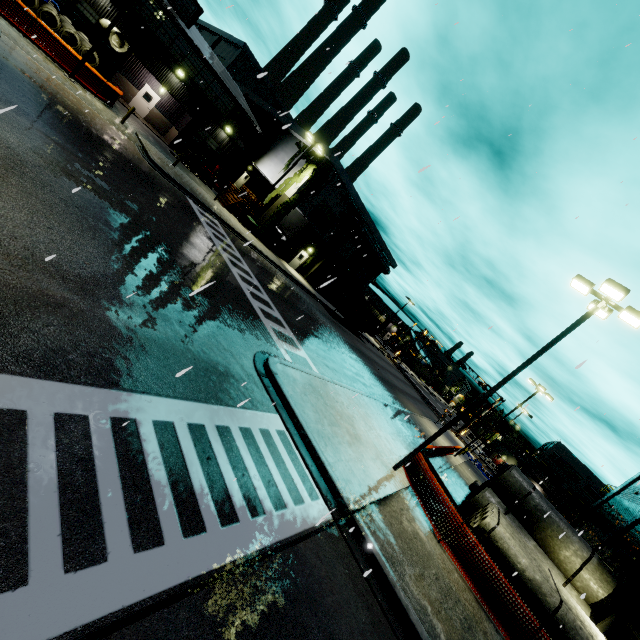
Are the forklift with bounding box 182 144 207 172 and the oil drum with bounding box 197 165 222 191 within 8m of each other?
yes

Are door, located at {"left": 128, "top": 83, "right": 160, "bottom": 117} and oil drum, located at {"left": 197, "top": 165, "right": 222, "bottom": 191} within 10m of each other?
yes

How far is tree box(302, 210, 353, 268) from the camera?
36.5 meters

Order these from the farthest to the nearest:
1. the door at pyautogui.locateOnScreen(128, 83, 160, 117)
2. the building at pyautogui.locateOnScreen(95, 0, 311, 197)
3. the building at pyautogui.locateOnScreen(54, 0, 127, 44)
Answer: the door at pyautogui.locateOnScreen(128, 83, 160, 117)
the building at pyautogui.locateOnScreen(95, 0, 311, 197)
the building at pyautogui.locateOnScreen(54, 0, 127, 44)

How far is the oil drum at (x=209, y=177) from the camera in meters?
32.8

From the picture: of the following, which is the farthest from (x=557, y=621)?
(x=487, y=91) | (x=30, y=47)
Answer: (x=30, y=47)

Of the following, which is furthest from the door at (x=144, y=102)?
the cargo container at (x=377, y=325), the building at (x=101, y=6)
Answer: the cargo container at (x=377, y=325)

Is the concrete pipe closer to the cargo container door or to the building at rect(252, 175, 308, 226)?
the building at rect(252, 175, 308, 226)
